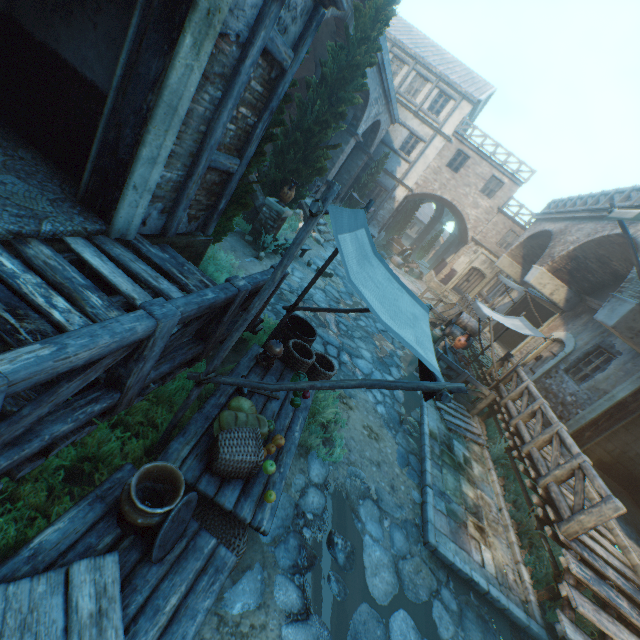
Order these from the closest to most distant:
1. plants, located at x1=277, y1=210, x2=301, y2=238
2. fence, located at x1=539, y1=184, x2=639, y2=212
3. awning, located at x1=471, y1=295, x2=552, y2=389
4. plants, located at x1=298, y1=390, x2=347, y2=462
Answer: plants, located at x1=298, y1=390, x2=347, y2=462 < awning, located at x1=471, y1=295, x2=552, y2=389 < fence, located at x1=539, y1=184, x2=639, y2=212 < plants, located at x1=277, y1=210, x2=301, y2=238

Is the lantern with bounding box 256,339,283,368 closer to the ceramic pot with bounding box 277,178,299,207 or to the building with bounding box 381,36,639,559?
the building with bounding box 381,36,639,559

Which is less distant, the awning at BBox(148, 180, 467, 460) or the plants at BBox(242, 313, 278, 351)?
the awning at BBox(148, 180, 467, 460)

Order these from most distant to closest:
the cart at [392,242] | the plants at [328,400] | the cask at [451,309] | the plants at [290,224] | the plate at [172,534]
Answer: the cart at [392,242], the cask at [451,309], the plants at [290,224], the plants at [328,400], the plate at [172,534]

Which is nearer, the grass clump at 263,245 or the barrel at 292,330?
the barrel at 292,330

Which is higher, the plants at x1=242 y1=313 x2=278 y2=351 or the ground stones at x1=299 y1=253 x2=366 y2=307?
the plants at x1=242 y1=313 x2=278 y2=351

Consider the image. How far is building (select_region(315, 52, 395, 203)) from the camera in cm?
1483

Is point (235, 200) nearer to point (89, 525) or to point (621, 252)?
point (89, 525)
